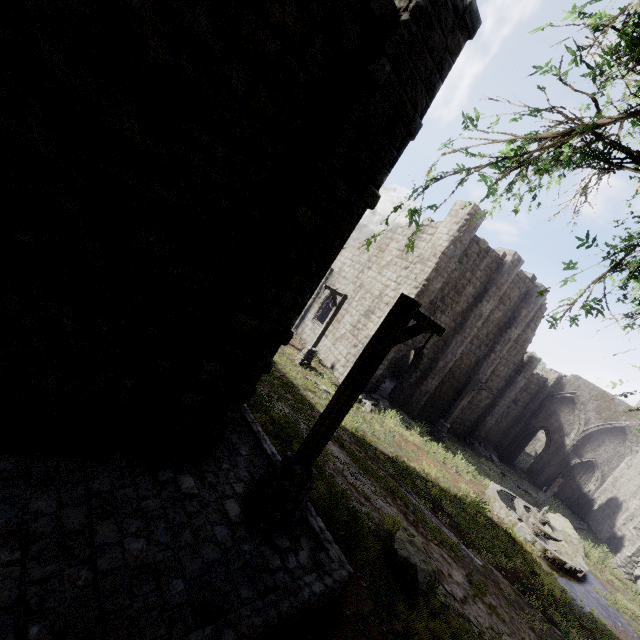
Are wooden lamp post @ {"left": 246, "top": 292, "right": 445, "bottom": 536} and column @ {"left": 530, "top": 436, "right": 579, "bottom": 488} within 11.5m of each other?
no

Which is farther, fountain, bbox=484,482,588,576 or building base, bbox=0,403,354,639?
fountain, bbox=484,482,588,576

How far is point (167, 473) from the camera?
5.6m

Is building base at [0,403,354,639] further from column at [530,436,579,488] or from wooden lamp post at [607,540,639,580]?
column at [530,436,579,488]

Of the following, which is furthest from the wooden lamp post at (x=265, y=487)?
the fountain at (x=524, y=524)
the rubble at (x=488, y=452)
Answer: the rubble at (x=488, y=452)

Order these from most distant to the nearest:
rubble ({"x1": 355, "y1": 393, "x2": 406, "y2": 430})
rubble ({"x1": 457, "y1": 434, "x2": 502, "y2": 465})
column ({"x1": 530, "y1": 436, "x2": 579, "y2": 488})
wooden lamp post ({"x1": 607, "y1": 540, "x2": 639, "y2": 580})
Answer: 1. column ({"x1": 530, "y1": 436, "x2": 579, "y2": 488})
2. rubble ({"x1": 457, "y1": 434, "x2": 502, "y2": 465})
3. rubble ({"x1": 355, "y1": 393, "x2": 406, "y2": 430})
4. wooden lamp post ({"x1": 607, "y1": 540, "x2": 639, "y2": 580})

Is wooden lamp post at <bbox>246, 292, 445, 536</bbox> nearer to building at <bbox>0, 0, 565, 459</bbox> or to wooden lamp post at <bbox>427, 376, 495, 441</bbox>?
building at <bbox>0, 0, 565, 459</bbox>

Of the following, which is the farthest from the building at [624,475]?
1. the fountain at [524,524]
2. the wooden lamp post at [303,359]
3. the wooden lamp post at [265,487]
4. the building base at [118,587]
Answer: the fountain at [524,524]
